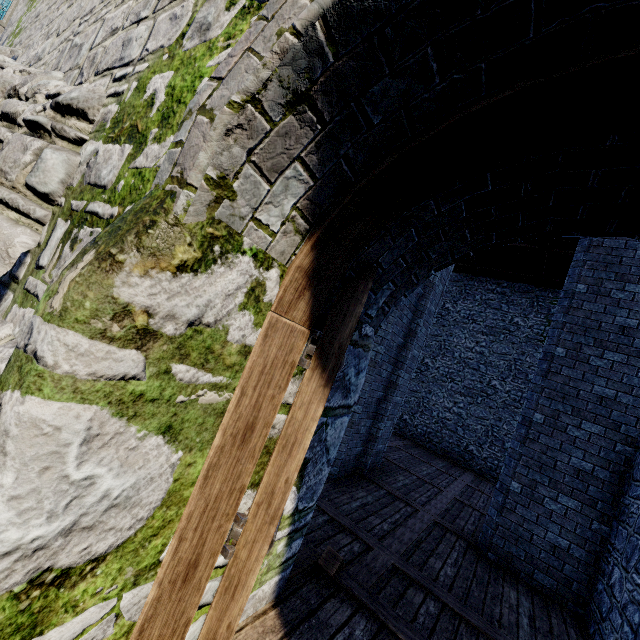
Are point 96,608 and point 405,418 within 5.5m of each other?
no

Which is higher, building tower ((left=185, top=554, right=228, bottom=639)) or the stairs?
building tower ((left=185, top=554, right=228, bottom=639))

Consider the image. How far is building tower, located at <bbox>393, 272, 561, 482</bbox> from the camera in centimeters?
1573cm

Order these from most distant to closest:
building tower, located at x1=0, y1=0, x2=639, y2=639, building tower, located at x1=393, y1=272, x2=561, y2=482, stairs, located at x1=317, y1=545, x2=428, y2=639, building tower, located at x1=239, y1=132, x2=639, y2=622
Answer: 1. building tower, located at x1=393, y1=272, x2=561, y2=482
2. stairs, located at x1=317, y1=545, x2=428, y2=639
3. building tower, located at x1=239, y1=132, x2=639, y2=622
4. building tower, located at x1=0, y1=0, x2=639, y2=639

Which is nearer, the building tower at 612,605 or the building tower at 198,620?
the building tower at 198,620

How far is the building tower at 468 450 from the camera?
15.7m

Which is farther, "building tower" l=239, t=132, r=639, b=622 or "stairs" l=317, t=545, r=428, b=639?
"stairs" l=317, t=545, r=428, b=639
